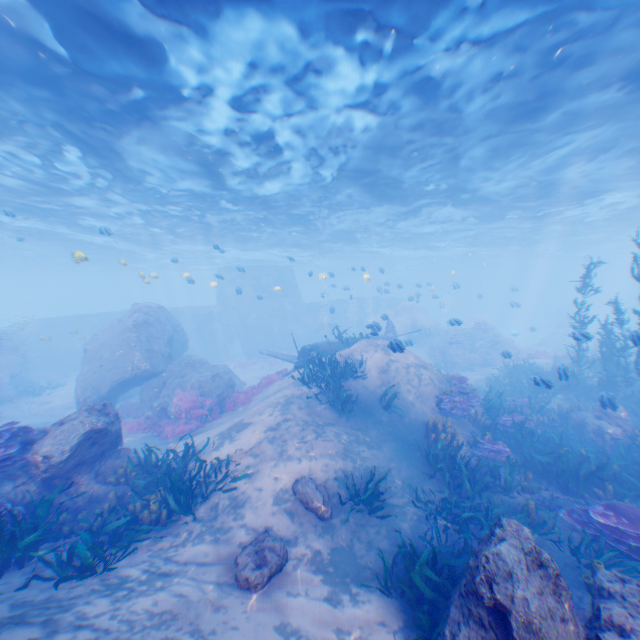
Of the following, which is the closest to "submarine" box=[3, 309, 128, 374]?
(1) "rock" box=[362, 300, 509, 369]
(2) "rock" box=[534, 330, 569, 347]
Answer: (1) "rock" box=[362, 300, 509, 369]

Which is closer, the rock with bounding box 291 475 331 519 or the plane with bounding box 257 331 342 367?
the rock with bounding box 291 475 331 519

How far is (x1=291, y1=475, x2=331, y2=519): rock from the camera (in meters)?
7.50

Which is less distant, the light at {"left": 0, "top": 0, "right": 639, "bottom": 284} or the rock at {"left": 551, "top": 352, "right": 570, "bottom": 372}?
the light at {"left": 0, "top": 0, "right": 639, "bottom": 284}

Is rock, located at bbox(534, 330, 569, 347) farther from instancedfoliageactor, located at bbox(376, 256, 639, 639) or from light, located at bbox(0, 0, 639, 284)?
light, located at bbox(0, 0, 639, 284)

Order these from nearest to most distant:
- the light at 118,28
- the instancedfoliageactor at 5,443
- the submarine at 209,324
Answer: the instancedfoliageactor at 5,443 → the light at 118,28 → the submarine at 209,324

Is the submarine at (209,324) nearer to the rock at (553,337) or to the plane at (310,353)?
the plane at (310,353)

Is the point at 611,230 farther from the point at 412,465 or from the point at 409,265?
the point at 412,465
